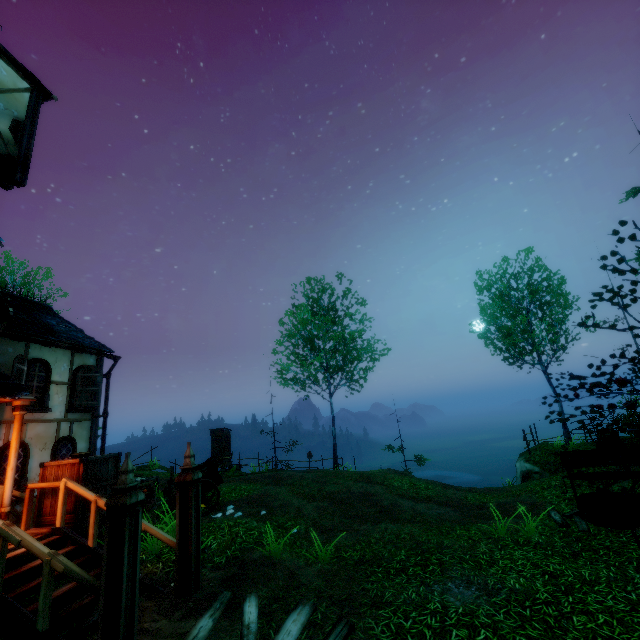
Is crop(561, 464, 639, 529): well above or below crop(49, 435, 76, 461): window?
below

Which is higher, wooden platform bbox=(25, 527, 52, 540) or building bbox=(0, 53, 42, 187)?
building bbox=(0, 53, 42, 187)

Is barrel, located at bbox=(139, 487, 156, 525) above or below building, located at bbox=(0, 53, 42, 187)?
below

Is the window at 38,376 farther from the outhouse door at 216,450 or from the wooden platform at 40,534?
the outhouse door at 216,450

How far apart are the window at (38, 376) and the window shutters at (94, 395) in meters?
0.7

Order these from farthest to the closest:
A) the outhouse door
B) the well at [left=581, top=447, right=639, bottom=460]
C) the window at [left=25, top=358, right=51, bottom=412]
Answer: the outhouse door
the window at [left=25, top=358, right=51, bottom=412]
the well at [left=581, top=447, right=639, bottom=460]

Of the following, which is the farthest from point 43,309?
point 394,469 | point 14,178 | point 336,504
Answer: point 394,469

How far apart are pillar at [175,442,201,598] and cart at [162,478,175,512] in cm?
390
